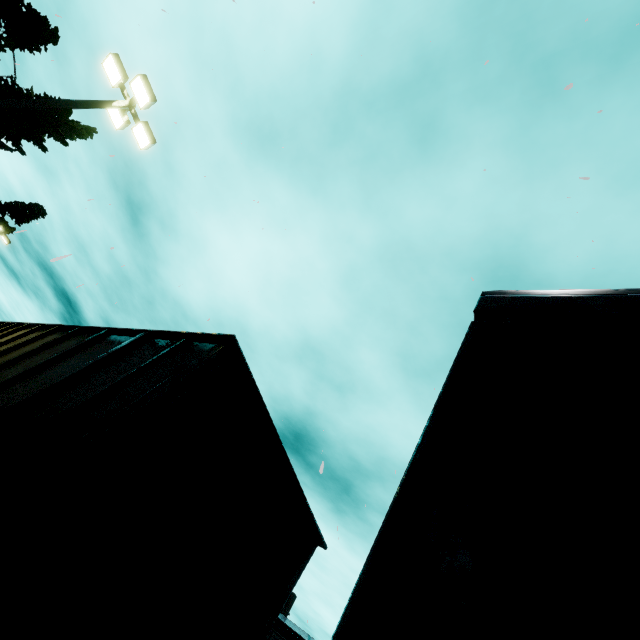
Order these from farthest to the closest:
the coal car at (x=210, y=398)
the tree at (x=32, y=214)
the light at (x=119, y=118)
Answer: the tree at (x=32, y=214), the light at (x=119, y=118), the coal car at (x=210, y=398)

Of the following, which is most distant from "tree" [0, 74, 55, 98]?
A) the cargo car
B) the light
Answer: the light

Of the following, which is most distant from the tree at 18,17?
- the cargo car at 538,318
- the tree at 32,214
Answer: the cargo car at 538,318

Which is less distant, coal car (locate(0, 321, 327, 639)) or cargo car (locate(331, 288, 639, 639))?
cargo car (locate(331, 288, 639, 639))

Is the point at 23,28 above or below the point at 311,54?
below

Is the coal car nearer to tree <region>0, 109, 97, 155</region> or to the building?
the building

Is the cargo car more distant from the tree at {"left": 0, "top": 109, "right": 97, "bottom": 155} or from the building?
the building

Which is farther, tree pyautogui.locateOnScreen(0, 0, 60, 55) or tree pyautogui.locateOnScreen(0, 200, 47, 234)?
tree pyautogui.locateOnScreen(0, 200, 47, 234)
